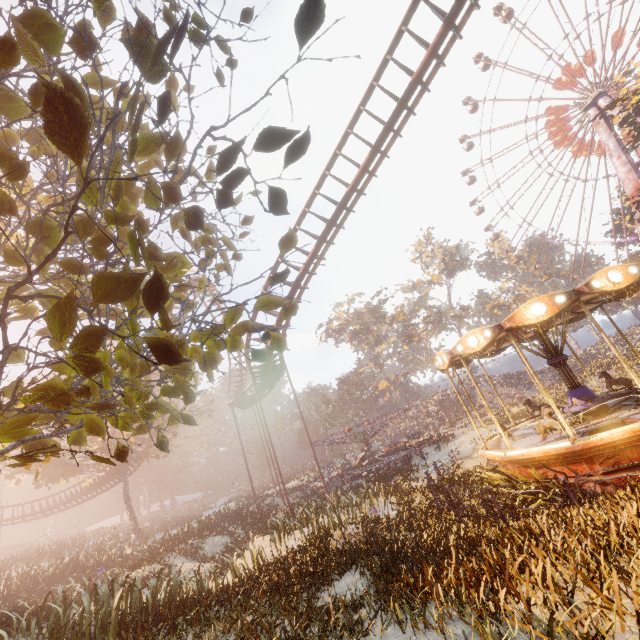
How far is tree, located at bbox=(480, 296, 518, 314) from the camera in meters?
52.1 m

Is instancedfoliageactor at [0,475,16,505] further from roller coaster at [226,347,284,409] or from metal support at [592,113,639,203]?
metal support at [592,113,639,203]

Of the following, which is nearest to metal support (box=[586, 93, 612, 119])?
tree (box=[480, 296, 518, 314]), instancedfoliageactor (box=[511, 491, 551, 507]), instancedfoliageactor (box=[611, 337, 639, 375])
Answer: instancedfoliageactor (box=[611, 337, 639, 375])

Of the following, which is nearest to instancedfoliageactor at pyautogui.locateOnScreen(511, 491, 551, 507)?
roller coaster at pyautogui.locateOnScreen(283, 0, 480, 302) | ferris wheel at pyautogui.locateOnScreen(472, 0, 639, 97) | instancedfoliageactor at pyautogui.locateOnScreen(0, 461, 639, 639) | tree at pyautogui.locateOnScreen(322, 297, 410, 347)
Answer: instancedfoliageactor at pyautogui.locateOnScreen(0, 461, 639, 639)

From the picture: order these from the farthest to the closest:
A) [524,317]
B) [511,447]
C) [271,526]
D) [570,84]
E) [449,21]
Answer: [570,84]
[271,526]
[449,21]
[511,447]
[524,317]

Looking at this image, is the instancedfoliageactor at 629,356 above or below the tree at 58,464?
below

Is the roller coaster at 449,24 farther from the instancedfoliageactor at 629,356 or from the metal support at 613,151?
the instancedfoliageactor at 629,356

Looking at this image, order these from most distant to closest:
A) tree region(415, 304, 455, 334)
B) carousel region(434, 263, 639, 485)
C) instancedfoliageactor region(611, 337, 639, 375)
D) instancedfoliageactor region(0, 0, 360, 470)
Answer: tree region(415, 304, 455, 334)
instancedfoliageactor region(611, 337, 639, 375)
carousel region(434, 263, 639, 485)
instancedfoliageactor region(0, 0, 360, 470)
